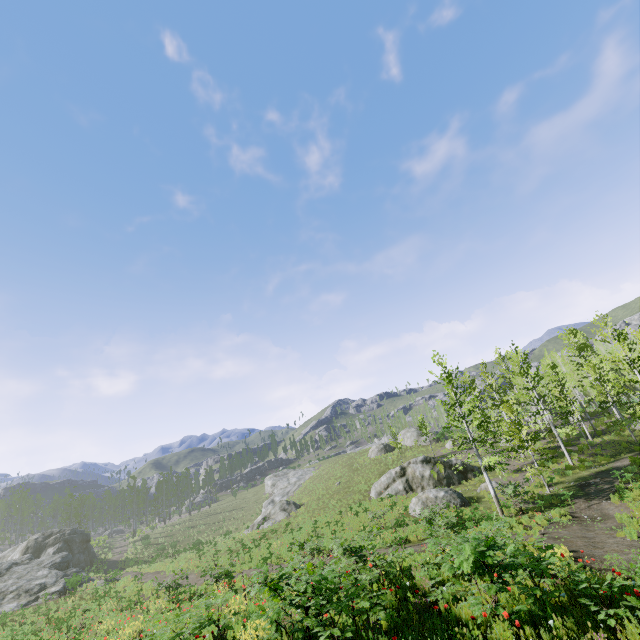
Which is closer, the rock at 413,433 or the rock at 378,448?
the rock at 413,433

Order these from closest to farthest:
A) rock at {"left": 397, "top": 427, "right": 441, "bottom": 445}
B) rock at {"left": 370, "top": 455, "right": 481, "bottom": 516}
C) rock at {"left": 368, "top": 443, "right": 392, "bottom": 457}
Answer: rock at {"left": 370, "top": 455, "right": 481, "bottom": 516} → rock at {"left": 397, "top": 427, "right": 441, "bottom": 445} → rock at {"left": 368, "top": 443, "right": 392, "bottom": 457}

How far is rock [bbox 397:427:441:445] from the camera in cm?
4850

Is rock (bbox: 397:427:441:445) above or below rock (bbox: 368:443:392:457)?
above

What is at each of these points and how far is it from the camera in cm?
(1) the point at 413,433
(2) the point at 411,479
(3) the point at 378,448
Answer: (1) rock, 5109
(2) rock, 3027
(3) rock, 4994

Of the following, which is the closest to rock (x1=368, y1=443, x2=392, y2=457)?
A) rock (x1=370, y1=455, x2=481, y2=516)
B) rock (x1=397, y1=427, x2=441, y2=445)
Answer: rock (x1=397, y1=427, x2=441, y2=445)

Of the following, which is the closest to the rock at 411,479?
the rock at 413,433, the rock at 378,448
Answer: the rock at 413,433

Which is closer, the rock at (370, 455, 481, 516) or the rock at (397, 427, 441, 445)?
the rock at (370, 455, 481, 516)
